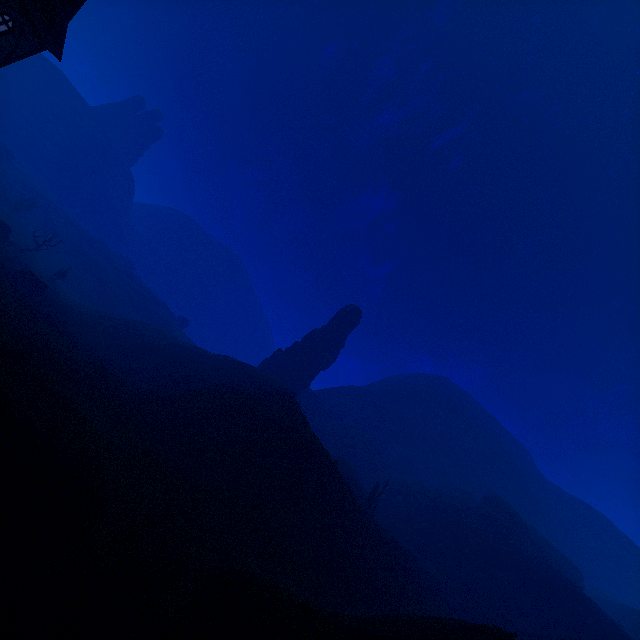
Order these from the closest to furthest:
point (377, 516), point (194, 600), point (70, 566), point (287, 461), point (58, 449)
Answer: point (70, 566), point (194, 600), point (58, 449), point (287, 461), point (377, 516)

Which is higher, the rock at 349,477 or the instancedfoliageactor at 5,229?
the rock at 349,477

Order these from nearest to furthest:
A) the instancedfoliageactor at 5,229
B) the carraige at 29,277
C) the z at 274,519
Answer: the z at 274,519
the carraige at 29,277
the instancedfoliageactor at 5,229

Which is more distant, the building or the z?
the building

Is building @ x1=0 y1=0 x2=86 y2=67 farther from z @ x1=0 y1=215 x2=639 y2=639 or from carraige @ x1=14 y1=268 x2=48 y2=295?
carraige @ x1=14 y1=268 x2=48 y2=295

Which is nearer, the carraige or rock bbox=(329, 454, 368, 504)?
the carraige

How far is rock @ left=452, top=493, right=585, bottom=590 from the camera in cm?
4984

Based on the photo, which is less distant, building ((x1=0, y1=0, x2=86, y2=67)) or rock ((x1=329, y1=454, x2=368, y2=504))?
building ((x1=0, y1=0, x2=86, y2=67))
